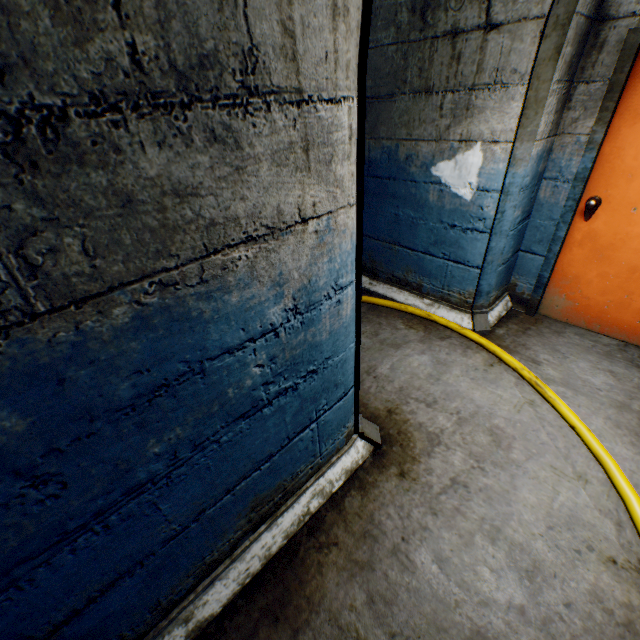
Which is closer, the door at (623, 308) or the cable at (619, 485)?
the cable at (619, 485)

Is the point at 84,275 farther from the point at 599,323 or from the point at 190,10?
the point at 599,323

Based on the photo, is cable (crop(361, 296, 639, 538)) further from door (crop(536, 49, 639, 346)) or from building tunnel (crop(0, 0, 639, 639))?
door (crop(536, 49, 639, 346))

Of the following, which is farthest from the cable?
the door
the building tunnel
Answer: the door

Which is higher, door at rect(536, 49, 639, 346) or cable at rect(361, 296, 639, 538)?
door at rect(536, 49, 639, 346)

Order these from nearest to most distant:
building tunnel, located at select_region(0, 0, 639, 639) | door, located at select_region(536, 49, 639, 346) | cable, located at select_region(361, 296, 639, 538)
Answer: building tunnel, located at select_region(0, 0, 639, 639), cable, located at select_region(361, 296, 639, 538), door, located at select_region(536, 49, 639, 346)

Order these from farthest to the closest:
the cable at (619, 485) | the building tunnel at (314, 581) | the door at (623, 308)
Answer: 1. the door at (623, 308)
2. the cable at (619, 485)
3. the building tunnel at (314, 581)
